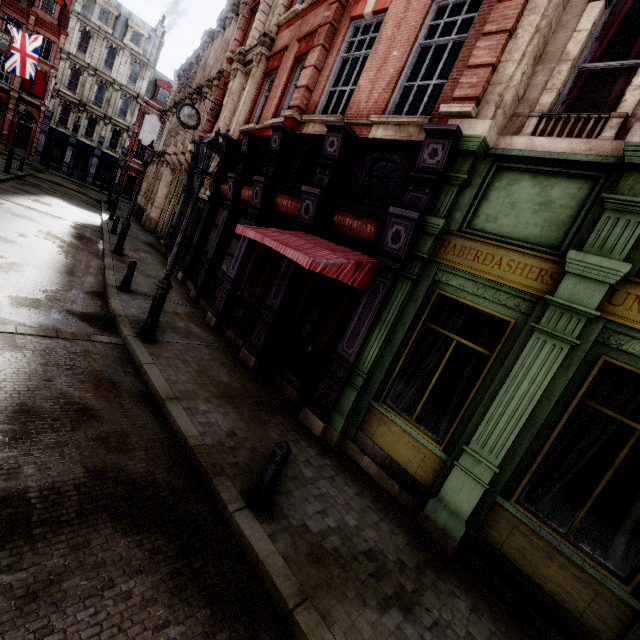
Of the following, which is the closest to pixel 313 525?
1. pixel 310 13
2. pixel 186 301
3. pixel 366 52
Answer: pixel 186 301

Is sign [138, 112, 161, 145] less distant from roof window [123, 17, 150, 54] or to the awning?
roof window [123, 17, 150, 54]

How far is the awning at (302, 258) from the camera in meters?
5.4

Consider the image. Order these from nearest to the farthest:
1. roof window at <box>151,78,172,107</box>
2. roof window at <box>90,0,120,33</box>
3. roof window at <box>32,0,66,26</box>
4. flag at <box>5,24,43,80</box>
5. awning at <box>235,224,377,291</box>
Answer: awning at <box>235,224,377,291</box>
flag at <box>5,24,43,80</box>
roof window at <box>32,0,66,26</box>
roof window at <box>90,0,120,33</box>
roof window at <box>151,78,172,107</box>

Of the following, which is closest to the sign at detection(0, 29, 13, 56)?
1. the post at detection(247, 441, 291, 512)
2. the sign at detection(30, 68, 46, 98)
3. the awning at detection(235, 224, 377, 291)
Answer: the awning at detection(235, 224, 377, 291)

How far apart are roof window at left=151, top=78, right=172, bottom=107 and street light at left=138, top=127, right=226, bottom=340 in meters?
45.8 m

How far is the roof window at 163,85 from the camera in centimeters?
4069cm

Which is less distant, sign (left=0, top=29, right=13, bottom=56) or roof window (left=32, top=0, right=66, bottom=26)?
sign (left=0, top=29, right=13, bottom=56)
